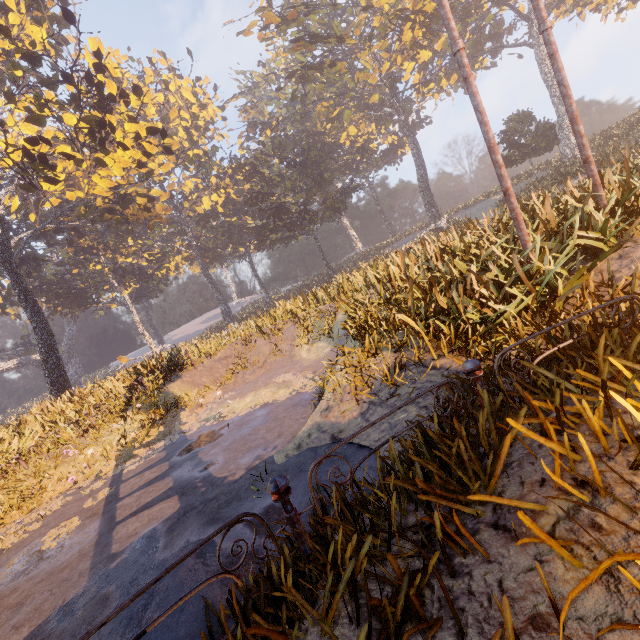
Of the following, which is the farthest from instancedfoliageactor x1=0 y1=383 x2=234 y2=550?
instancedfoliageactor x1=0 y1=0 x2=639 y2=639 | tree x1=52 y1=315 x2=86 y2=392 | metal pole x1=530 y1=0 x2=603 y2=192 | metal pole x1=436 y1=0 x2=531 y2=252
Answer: tree x1=52 y1=315 x2=86 y2=392

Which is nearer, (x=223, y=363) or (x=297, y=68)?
(x=223, y=363)

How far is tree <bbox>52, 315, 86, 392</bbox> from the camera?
48.47m

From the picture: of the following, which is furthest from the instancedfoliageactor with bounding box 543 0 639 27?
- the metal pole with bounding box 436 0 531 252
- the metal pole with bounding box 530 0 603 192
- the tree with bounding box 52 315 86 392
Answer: the tree with bounding box 52 315 86 392

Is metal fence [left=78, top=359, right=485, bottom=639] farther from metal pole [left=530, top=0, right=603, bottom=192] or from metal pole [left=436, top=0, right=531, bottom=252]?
metal pole [left=530, top=0, right=603, bottom=192]

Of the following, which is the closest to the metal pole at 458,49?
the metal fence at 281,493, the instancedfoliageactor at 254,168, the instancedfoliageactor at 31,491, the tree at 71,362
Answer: the metal fence at 281,493

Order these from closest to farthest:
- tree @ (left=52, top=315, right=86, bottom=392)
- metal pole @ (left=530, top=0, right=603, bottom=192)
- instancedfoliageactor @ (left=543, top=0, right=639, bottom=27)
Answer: metal pole @ (left=530, top=0, right=603, bottom=192) < instancedfoliageactor @ (left=543, top=0, right=639, bottom=27) < tree @ (left=52, top=315, right=86, bottom=392)

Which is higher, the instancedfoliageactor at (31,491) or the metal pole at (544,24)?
the metal pole at (544,24)
